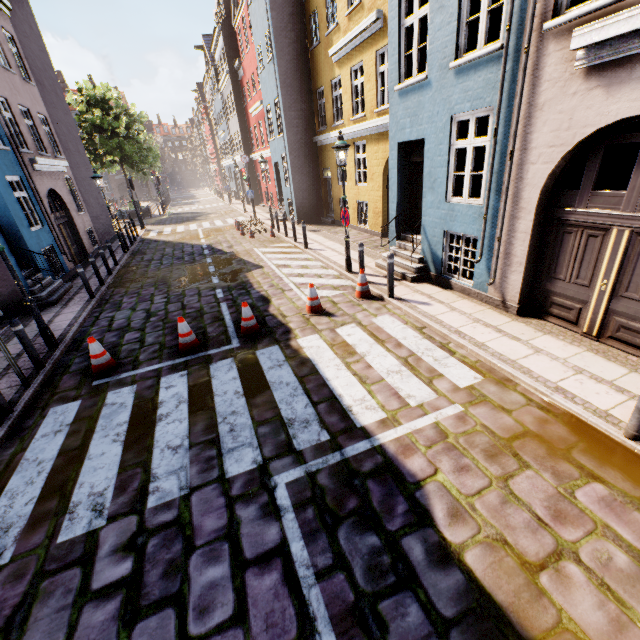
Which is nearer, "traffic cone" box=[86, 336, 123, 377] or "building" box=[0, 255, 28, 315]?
"traffic cone" box=[86, 336, 123, 377]

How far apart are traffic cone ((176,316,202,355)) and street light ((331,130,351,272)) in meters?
5.0 m

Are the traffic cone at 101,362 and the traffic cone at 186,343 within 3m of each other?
yes

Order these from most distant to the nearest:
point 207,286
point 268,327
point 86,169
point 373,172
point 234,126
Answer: point 234,126
point 86,169
point 373,172
point 207,286
point 268,327

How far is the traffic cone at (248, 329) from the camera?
7.1m

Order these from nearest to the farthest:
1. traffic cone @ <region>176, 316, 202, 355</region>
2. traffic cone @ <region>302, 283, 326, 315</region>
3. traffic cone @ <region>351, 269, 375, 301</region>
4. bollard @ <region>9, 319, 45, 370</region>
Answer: bollard @ <region>9, 319, 45, 370</region>, traffic cone @ <region>176, 316, 202, 355</region>, traffic cone @ <region>302, 283, 326, 315</region>, traffic cone @ <region>351, 269, 375, 301</region>

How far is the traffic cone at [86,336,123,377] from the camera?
6.2m

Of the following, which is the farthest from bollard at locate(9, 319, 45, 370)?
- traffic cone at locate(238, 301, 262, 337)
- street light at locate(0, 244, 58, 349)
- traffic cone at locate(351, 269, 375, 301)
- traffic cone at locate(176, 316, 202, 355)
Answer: traffic cone at locate(351, 269, 375, 301)
